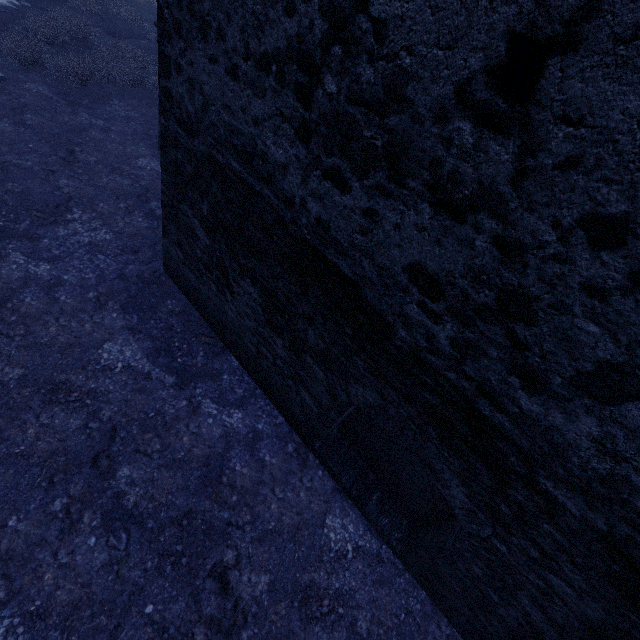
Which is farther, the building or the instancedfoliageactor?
the instancedfoliageactor

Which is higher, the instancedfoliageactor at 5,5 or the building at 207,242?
the building at 207,242

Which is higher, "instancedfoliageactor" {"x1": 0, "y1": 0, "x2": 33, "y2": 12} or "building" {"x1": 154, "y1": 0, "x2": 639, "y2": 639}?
"building" {"x1": 154, "y1": 0, "x2": 639, "y2": 639}

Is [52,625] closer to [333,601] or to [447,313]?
[333,601]

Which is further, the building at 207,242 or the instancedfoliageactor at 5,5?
the instancedfoliageactor at 5,5
